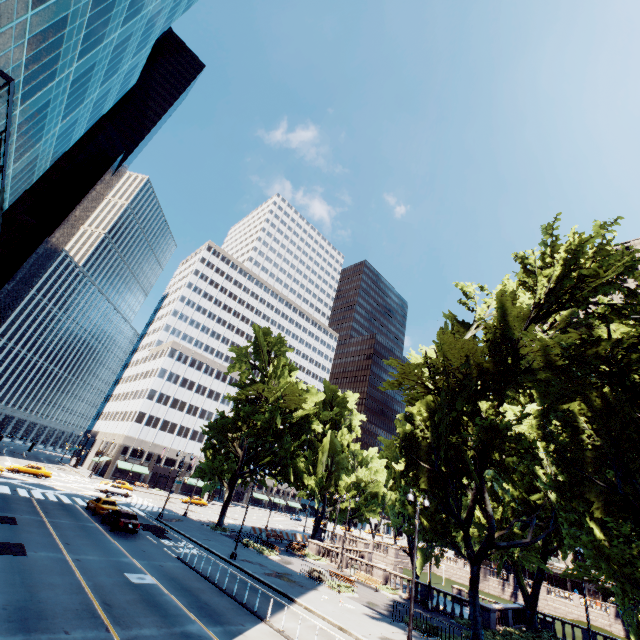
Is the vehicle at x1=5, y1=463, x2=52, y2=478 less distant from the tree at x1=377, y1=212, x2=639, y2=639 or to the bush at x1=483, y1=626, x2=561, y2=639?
the tree at x1=377, y1=212, x2=639, y2=639

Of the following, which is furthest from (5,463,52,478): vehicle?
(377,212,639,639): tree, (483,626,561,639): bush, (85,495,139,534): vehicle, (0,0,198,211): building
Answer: (483,626,561,639): bush

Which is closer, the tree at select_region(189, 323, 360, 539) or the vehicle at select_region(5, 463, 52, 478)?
the tree at select_region(189, 323, 360, 539)

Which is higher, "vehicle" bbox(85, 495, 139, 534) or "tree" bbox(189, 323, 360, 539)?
"tree" bbox(189, 323, 360, 539)

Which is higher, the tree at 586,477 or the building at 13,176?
the building at 13,176

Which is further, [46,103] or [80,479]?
[80,479]

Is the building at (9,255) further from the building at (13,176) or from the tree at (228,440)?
the tree at (228,440)

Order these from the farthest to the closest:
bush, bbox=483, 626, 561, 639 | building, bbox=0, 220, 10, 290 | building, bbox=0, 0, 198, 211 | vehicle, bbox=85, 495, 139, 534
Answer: building, bbox=0, 220, 10, 290 → vehicle, bbox=85, 495, 139, 534 → bush, bbox=483, 626, 561, 639 → building, bbox=0, 0, 198, 211
